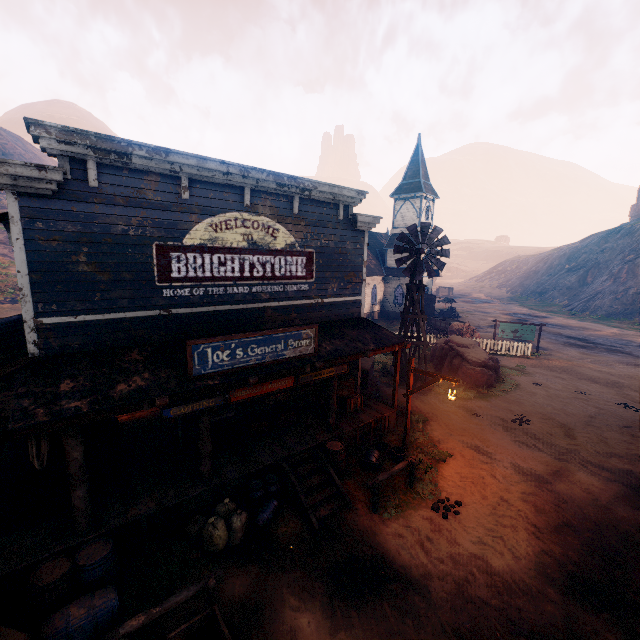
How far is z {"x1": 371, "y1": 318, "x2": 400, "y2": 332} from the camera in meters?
31.2 m

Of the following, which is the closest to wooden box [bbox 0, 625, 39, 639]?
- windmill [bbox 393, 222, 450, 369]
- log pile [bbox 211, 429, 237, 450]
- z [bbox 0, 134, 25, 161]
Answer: log pile [bbox 211, 429, 237, 450]

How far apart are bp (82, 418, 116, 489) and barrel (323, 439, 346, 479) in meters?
5.5

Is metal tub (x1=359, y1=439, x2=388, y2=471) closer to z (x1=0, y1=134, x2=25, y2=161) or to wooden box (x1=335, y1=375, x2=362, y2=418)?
wooden box (x1=335, y1=375, x2=362, y2=418)

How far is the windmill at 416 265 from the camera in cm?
1566

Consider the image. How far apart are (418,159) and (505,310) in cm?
2572

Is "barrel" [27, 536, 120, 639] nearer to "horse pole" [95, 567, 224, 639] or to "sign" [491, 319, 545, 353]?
"horse pole" [95, 567, 224, 639]

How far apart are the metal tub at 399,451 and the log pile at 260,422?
2.3m
